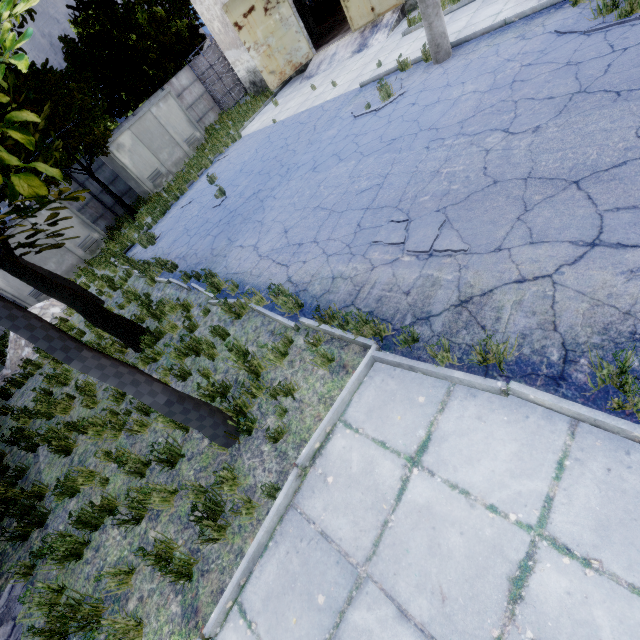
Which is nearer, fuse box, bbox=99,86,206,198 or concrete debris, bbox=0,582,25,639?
concrete debris, bbox=0,582,25,639

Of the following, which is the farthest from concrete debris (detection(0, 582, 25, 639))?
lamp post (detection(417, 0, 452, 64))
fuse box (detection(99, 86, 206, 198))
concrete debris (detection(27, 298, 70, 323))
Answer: fuse box (detection(99, 86, 206, 198))

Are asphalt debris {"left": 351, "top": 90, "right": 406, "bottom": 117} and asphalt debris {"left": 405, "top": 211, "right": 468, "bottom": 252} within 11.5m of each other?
yes

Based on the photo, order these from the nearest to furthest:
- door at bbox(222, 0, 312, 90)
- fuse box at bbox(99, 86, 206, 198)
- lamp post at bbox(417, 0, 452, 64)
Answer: lamp post at bbox(417, 0, 452, 64)
door at bbox(222, 0, 312, 90)
fuse box at bbox(99, 86, 206, 198)

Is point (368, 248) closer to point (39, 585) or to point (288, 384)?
point (288, 384)

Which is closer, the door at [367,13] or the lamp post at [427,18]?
the lamp post at [427,18]

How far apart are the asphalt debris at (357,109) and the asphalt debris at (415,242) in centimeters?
491cm

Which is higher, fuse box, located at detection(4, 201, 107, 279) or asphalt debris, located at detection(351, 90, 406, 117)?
fuse box, located at detection(4, 201, 107, 279)
